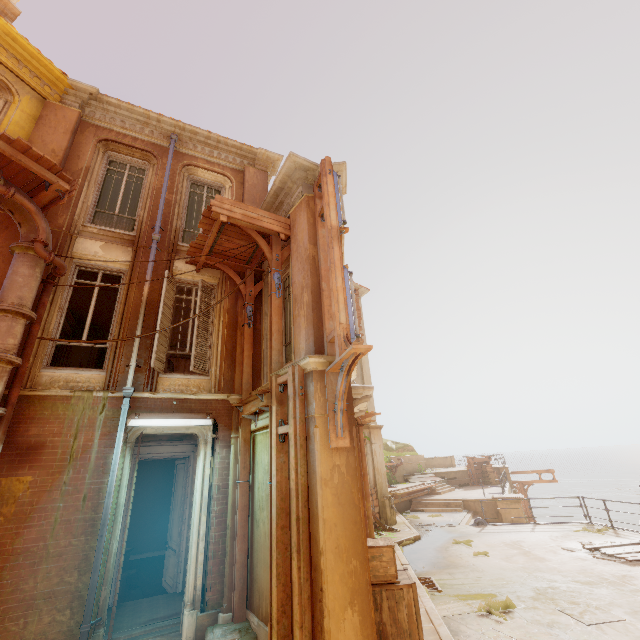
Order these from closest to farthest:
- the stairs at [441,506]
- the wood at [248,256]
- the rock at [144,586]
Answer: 1. the wood at [248,256]
2. the rock at [144,586]
3. the stairs at [441,506]

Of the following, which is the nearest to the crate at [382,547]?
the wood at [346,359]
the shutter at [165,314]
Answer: the wood at [346,359]

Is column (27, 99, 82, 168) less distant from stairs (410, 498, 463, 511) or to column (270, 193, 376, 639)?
column (270, 193, 376, 639)

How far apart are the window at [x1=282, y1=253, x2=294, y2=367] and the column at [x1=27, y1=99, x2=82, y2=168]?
5.2m

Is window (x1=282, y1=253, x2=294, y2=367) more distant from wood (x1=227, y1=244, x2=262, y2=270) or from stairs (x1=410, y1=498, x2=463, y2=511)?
stairs (x1=410, y1=498, x2=463, y2=511)

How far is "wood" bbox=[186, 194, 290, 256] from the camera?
6.9m

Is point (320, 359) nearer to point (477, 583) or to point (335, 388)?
point (335, 388)

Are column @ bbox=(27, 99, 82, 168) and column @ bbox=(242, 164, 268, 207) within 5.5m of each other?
yes
